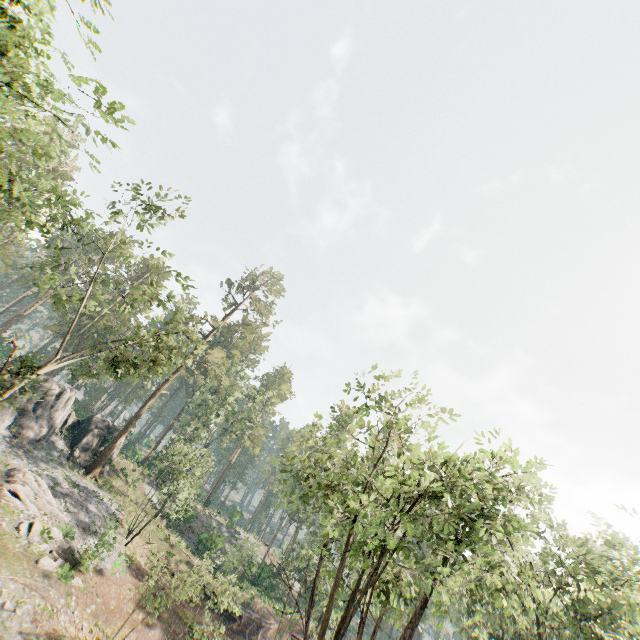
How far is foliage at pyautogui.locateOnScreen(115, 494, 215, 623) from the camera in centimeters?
1681cm

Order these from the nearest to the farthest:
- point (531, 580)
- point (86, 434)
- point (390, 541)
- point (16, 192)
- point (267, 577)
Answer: point (390, 541) → point (16, 192) → point (531, 580) → point (86, 434) → point (267, 577)

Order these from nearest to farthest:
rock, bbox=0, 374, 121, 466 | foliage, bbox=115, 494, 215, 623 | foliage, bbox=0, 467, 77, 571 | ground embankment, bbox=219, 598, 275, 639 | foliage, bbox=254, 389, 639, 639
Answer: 1. foliage, bbox=254, 389, 639, 639
2. foliage, bbox=115, 494, 215, 623
3. foliage, bbox=0, 467, 77, 571
4. rock, bbox=0, 374, 121, 466
5. ground embankment, bbox=219, 598, 275, 639

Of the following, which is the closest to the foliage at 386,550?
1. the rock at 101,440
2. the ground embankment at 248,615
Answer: the rock at 101,440

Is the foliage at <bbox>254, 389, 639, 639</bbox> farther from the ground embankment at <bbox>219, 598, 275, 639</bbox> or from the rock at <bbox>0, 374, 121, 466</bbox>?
the ground embankment at <bbox>219, 598, 275, 639</bbox>

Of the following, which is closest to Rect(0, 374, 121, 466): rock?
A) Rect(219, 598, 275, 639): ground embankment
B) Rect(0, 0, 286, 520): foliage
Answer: Rect(0, 0, 286, 520): foliage

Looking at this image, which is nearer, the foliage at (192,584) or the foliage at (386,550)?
the foliage at (386,550)
